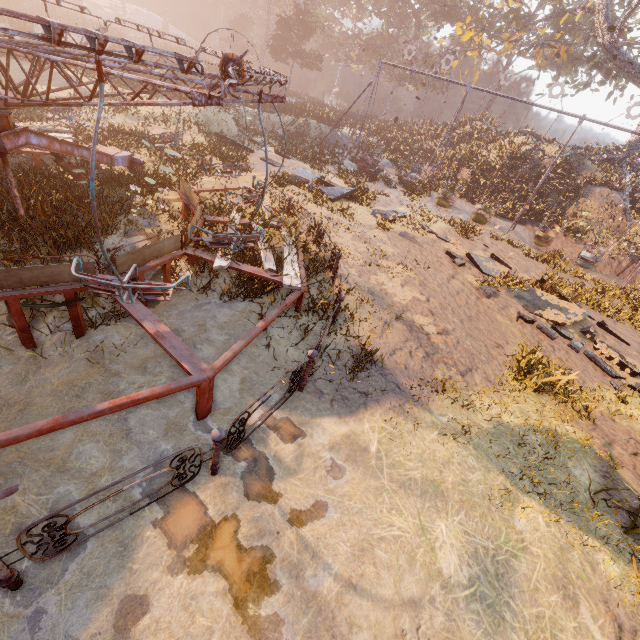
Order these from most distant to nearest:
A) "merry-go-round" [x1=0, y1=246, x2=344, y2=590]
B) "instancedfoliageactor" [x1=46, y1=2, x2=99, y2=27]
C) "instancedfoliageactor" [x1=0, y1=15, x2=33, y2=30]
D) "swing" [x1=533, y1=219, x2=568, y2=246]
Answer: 1. "instancedfoliageactor" [x1=46, y1=2, x2=99, y2=27]
2. "instancedfoliageactor" [x1=0, y1=15, x2=33, y2=30]
3. "swing" [x1=533, y1=219, x2=568, y2=246]
4. "merry-go-round" [x1=0, y1=246, x2=344, y2=590]

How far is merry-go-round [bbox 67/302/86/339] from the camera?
5.24m

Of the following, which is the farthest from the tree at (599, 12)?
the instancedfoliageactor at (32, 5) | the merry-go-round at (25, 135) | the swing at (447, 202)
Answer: the merry-go-round at (25, 135)

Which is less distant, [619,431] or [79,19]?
[619,431]

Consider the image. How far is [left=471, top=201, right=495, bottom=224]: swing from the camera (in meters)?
18.05

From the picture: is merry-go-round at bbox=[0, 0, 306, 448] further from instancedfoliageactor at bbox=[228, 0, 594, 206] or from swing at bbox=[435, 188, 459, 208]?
instancedfoliageactor at bbox=[228, 0, 594, 206]

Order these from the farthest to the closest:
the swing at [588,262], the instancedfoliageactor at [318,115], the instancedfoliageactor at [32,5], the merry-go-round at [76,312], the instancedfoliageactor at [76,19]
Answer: the instancedfoliageactor at [76,19]
the instancedfoliageactor at [32,5]
the instancedfoliageactor at [318,115]
the swing at [588,262]
the merry-go-round at [76,312]
